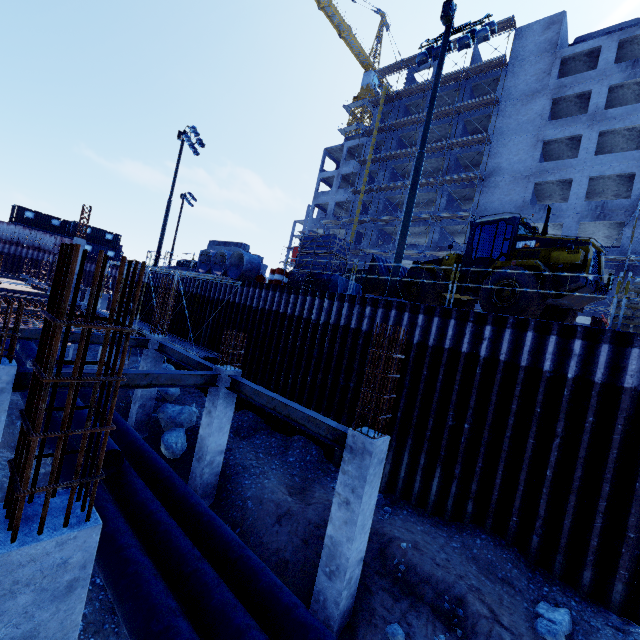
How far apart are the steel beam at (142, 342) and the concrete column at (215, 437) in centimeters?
451cm

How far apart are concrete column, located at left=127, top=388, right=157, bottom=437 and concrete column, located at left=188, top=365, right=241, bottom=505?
4.3 meters

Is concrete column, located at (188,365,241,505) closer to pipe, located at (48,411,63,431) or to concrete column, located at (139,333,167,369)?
pipe, located at (48,411,63,431)

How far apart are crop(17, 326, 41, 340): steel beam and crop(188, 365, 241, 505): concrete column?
4.5m

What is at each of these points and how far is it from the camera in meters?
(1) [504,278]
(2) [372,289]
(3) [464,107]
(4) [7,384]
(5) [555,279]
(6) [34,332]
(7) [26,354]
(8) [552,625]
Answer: (1) front loader, 10.9 m
(2) front loader, 16.4 m
(3) scaffolding, 34.2 m
(4) concrete column, 5.7 m
(5) front loader, 10.3 m
(6) steel beam, 10.0 m
(7) pipe, 14.3 m
(8) compgrassrocksplants, 6.1 m

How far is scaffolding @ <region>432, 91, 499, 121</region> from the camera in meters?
32.4

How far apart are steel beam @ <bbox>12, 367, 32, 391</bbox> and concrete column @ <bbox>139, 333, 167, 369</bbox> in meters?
4.5

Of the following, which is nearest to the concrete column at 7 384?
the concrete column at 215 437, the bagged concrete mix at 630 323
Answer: the concrete column at 215 437
